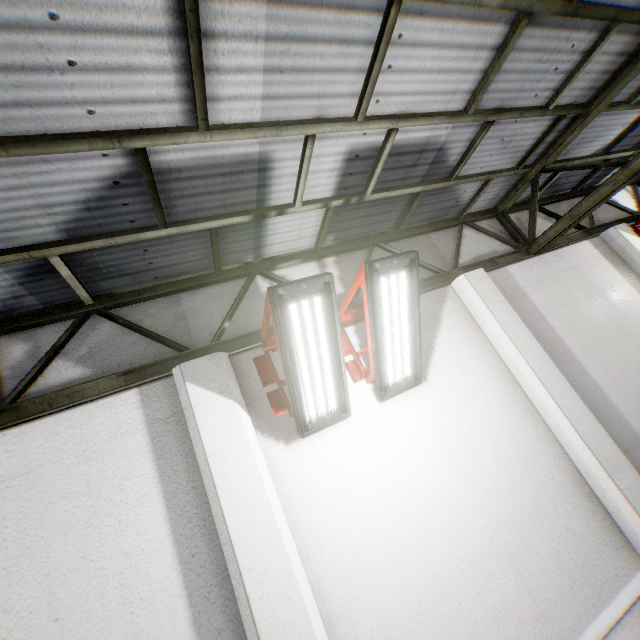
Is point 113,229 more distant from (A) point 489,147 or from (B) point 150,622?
(A) point 489,147

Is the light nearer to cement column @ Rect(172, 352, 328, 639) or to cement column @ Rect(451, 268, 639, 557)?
cement column @ Rect(172, 352, 328, 639)

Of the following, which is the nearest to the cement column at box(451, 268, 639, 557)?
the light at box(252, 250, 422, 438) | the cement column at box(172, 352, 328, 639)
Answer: the light at box(252, 250, 422, 438)

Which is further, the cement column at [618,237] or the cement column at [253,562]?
the cement column at [618,237]

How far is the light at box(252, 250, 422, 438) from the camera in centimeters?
291cm

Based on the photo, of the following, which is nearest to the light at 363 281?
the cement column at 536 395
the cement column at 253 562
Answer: the cement column at 253 562

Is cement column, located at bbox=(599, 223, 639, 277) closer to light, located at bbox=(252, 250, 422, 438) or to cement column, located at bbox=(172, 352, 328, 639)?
light, located at bbox=(252, 250, 422, 438)

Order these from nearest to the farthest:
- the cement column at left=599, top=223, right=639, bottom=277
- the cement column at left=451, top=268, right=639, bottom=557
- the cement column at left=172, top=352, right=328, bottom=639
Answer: the cement column at left=172, top=352, right=328, bottom=639 < the cement column at left=451, top=268, right=639, bottom=557 < the cement column at left=599, top=223, right=639, bottom=277
